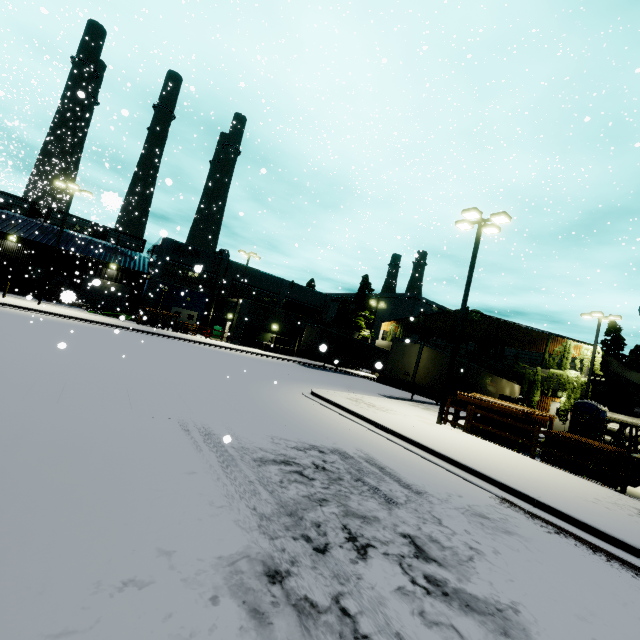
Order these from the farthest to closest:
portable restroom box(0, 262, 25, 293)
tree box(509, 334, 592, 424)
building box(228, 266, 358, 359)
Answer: building box(228, 266, 358, 359)
portable restroom box(0, 262, 25, 293)
tree box(509, 334, 592, 424)

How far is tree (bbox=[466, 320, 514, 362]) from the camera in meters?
31.7 m

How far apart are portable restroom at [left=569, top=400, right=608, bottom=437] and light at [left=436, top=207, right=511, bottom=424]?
13.8 meters

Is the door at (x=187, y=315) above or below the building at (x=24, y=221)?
below

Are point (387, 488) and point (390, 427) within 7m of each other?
yes

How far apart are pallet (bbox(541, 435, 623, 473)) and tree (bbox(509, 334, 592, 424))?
16.5m

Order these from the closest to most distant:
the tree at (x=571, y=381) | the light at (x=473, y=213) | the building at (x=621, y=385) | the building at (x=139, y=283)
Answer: the light at (x=473, y=213)
the tree at (x=571, y=381)
the building at (x=621, y=385)
the building at (x=139, y=283)

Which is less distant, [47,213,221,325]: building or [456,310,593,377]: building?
[456,310,593,377]: building
